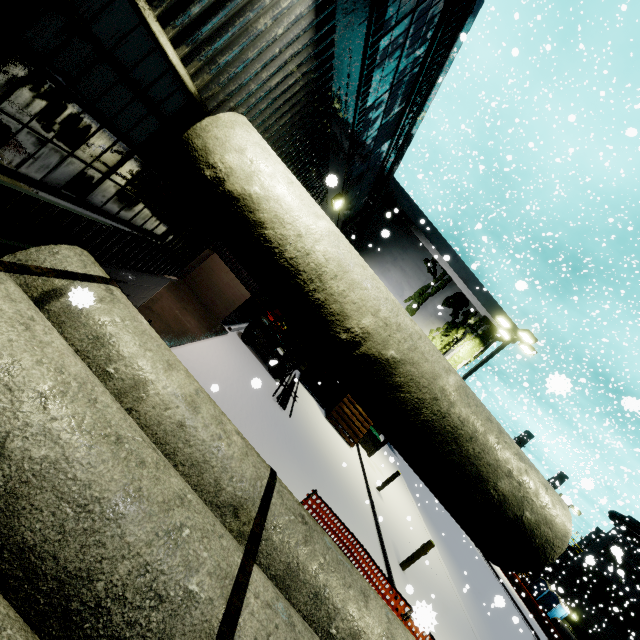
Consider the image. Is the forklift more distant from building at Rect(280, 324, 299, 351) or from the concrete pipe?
the concrete pipe

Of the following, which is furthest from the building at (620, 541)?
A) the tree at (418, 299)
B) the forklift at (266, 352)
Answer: the forklift at (266, 352)

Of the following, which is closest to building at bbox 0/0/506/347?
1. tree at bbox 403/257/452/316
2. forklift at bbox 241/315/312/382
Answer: tree at bbox 403/257/452/316

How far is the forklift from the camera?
12.5 meters

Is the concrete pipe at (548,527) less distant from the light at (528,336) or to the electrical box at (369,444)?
the light at (528,336)

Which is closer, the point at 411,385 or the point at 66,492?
the point at 66,492

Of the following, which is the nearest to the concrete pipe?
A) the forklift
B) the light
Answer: the forklift
